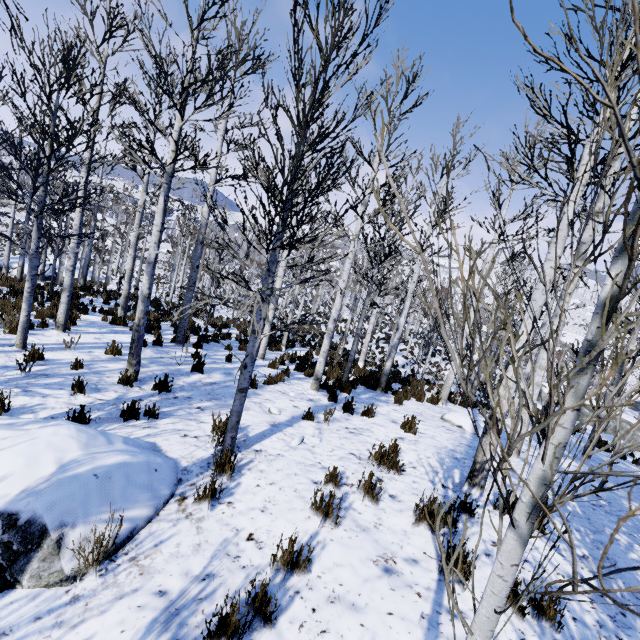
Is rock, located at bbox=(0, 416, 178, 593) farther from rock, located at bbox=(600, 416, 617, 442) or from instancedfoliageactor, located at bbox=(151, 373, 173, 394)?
rock, located at bbox=(600, 416, 617, 442)

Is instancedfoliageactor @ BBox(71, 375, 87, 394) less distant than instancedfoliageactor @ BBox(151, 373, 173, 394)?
Yes

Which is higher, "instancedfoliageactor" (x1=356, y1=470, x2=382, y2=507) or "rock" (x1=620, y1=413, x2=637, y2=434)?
"instancedfoliageactor" (x1=356, y1=470, x2=382, y2=507)

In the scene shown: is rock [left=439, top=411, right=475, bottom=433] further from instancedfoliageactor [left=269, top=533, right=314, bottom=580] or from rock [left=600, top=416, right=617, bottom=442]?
rock [left=600, top=416, right=617, bottom=442]

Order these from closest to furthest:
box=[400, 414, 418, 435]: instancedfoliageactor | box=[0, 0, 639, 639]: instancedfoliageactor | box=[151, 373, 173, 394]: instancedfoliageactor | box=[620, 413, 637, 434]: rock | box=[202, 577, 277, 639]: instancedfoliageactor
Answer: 1. box=[0, 0, 639, 639]: instancedfoliageactor
2. box=[202, 577, 277, 639]: instancedfoliageactor
3. box=[151, 373, 173, 394]: instancedfoliageactor
4. box=[400, 414, 418, 435]: instancedfoliageactor
5. box=[620, 413, 637, 434]: rock

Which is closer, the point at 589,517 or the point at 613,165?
the point at 589,517

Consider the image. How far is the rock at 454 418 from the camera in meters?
8.1

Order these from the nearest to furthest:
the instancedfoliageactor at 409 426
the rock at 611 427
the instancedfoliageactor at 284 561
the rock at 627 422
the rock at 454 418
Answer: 1. the instancedfoliageactor at 284 561
2. the instancedfoliageactor at 409 426
3. the rock at 454 418
4. the rock at 611 427
5. the rock at 627 422
